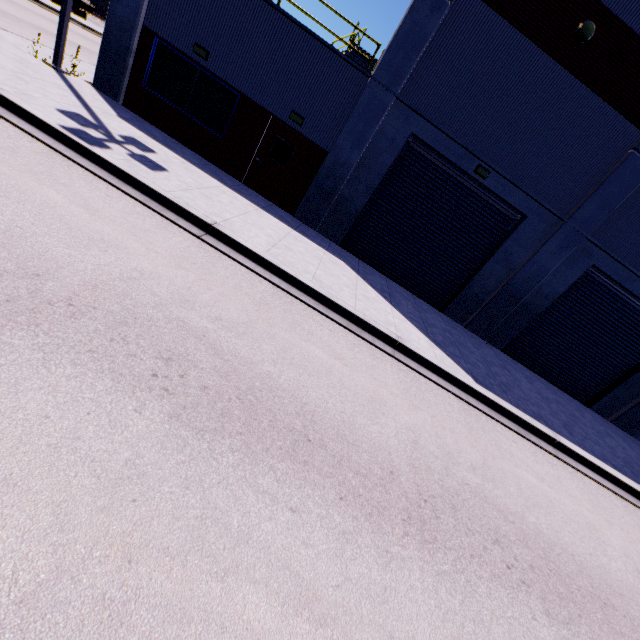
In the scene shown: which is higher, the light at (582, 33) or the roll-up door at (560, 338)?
the light at (582, 33)

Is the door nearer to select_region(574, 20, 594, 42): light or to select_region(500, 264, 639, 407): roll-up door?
select_region(500, 264, 639, 407): roll-up door

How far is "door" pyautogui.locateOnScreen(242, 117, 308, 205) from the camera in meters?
11.1 m

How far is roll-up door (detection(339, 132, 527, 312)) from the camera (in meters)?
11.20

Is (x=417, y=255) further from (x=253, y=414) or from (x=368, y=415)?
(x=253, y=414)

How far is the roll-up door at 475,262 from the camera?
11.20m

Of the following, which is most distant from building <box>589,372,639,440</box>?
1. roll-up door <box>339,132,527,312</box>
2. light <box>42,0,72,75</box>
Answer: light <box>42,0,72,75</box>

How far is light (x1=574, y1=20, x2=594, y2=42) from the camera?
8.82m
